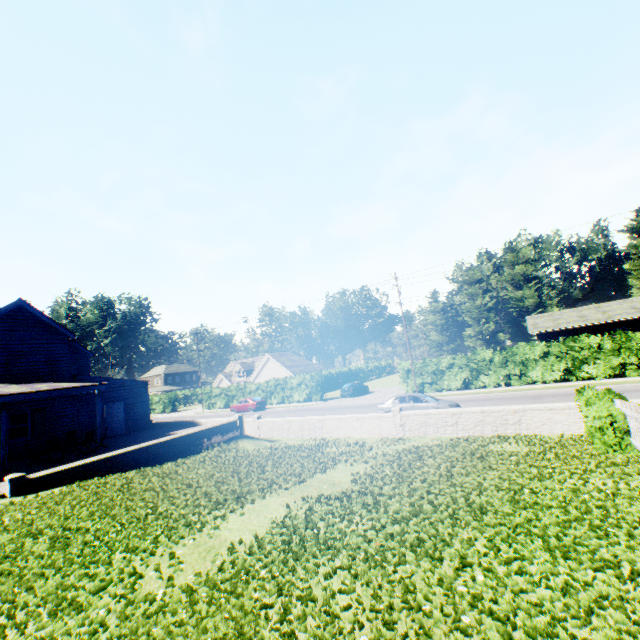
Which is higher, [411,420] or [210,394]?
[210,394]

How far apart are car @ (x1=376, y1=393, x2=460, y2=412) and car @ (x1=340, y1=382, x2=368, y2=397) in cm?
1671

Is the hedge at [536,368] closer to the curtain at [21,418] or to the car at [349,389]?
the car at [349,389]

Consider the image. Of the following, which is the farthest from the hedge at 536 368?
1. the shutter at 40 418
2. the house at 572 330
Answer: the shutter at 40 418

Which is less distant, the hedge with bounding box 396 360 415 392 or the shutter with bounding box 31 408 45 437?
the shutter with bounding box 31 408 45 437

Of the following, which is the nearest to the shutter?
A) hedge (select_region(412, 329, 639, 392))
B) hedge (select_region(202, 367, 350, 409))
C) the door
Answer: the door

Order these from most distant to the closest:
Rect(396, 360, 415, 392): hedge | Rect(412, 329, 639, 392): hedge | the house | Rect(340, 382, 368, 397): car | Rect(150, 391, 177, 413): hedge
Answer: Rect(150, 391, 177, 413): hedge, Rect(340, 382, 368, 397): car, the house, Rect(396, 360, 415, 392): hedge, Rect(412, 329, 639, 392): hedge

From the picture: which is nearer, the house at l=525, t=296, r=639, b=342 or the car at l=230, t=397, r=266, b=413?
the house at l=525, t=296, r=639, b=342
